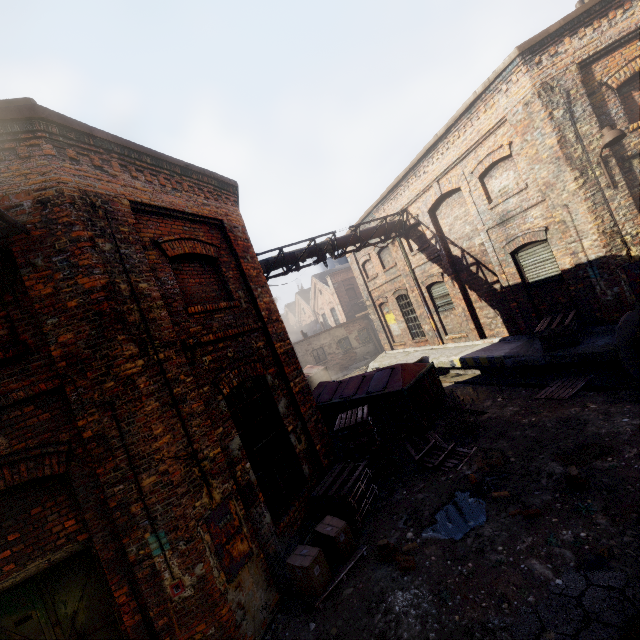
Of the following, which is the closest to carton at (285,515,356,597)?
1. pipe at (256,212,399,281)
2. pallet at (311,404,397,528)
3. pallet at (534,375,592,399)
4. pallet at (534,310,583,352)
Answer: pallet at (311,404,397,528)

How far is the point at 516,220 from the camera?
9.91m

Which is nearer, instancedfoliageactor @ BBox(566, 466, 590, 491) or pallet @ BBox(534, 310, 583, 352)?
instancedfoliageactor @ BBox(566, 466, 590, 491)

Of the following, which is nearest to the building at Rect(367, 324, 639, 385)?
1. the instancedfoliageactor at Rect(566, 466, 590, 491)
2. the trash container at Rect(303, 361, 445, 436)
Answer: the trash container at Rect(303, 361, 445, 436)

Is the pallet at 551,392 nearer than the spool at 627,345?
No

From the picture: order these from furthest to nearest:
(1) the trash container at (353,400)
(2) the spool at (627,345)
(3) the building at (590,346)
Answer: (1) the trash container at (353,400), (3) the building at (590,346), (2) the spool at (627,345)

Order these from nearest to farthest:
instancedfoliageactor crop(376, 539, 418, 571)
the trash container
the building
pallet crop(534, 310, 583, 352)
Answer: instancedfoliageactor crop(376, 539, 418, 571)
the building
pallet crop(534, 310, 583, 352)
the trash container

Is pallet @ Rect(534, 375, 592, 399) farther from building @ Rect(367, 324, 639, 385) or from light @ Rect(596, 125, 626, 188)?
light @ Rect(596, 125, 626, 188)
